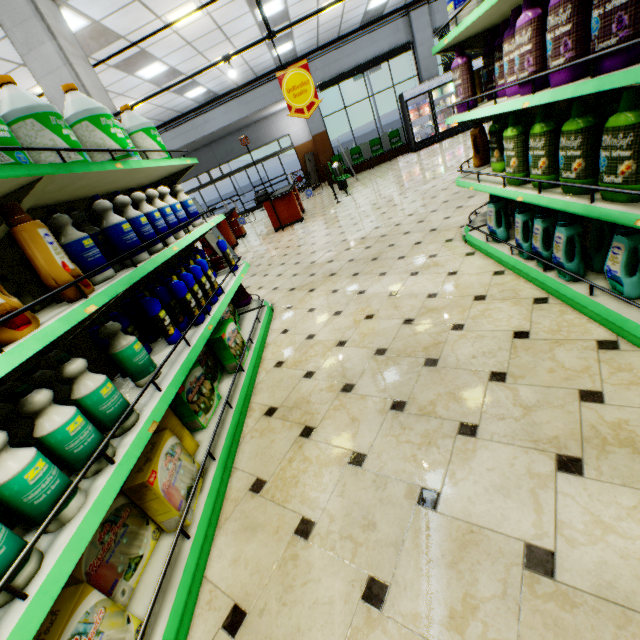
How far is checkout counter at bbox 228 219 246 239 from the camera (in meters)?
10.77

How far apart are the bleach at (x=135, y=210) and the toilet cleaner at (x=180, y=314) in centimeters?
31cm

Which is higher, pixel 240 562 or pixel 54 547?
pixel 54 547

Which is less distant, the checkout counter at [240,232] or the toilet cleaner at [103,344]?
the toilet cleaner at [103,344]

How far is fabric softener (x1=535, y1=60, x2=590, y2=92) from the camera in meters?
1.6

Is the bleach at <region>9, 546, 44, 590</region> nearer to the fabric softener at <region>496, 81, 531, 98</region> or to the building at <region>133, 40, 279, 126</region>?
the building at <region>133, 40, 279, 126</region>

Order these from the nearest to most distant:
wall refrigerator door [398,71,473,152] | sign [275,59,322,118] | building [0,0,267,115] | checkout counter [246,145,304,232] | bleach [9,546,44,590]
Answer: bleach [9,546,44,590] < building [0,0,267,115] < sign [275,59,322,118] < checkout counter [246,145,304,232] < wall refrigerator door [398,71,473,152]

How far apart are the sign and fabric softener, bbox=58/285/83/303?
5.3m
